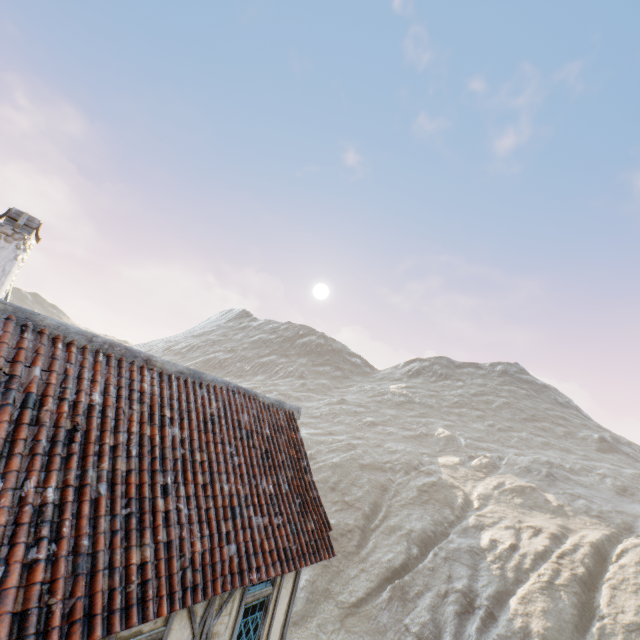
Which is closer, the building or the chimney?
the building

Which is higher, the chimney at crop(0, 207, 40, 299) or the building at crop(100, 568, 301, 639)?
the chimney at crop(0, 207, 40, 299)

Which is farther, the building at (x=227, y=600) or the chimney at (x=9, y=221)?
the chimney at (x=9, y=221)

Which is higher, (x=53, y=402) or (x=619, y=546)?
(x=53, y=402)

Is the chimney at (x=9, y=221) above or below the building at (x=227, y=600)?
above
